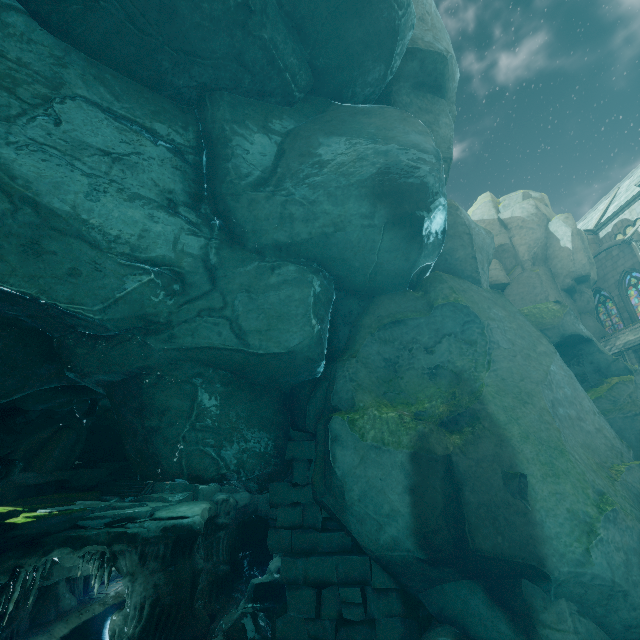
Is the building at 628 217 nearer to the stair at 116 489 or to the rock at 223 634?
the rock at 223 634

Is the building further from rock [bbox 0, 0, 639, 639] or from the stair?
the stair

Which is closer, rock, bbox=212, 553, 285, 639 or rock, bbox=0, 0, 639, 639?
rock, bbox=0, 0, 639, 639

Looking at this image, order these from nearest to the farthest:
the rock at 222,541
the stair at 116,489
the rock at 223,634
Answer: the rock at 222,541 < the rock at 223,634 < the stair at 116,489

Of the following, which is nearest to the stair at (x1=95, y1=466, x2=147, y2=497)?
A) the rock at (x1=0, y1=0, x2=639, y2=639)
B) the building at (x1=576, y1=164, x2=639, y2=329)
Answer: the rock at (x1=0, y1=0, x2=639, y2=639)

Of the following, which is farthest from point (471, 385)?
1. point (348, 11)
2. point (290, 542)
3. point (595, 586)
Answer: point (348, 11)

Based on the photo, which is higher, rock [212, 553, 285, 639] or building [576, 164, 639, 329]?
building [576, 164, 639, 329]
